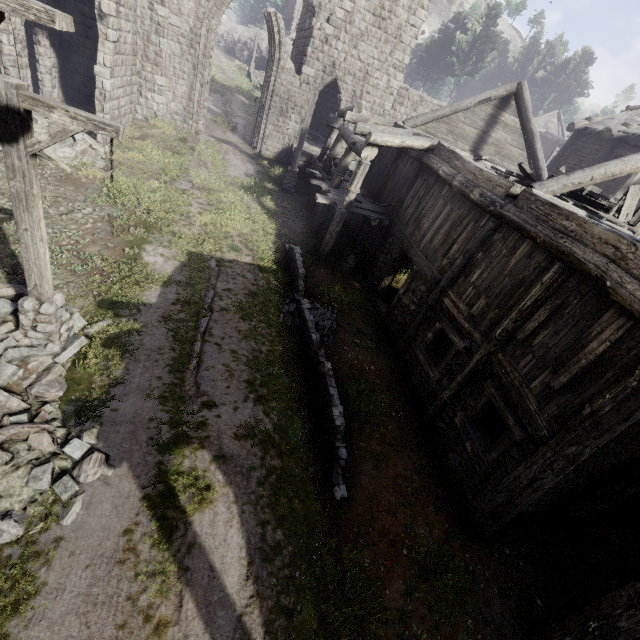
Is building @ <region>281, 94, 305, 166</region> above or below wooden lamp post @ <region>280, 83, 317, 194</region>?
above

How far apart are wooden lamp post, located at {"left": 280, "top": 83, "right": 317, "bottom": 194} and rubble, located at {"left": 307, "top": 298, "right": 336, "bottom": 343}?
8.7 meters

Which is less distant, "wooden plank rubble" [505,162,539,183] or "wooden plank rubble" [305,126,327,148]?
"wooden plank rubble" [505,162,539,183]

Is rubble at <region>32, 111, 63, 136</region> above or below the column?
below

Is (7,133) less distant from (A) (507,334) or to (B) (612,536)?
(A) (507,334)

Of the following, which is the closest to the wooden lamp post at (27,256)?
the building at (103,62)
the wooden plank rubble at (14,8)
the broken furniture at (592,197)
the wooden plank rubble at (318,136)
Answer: the wooden plank rubble at (14,8)

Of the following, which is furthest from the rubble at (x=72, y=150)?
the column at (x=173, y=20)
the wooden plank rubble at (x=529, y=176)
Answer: the wooden plank rubble at (x=529, y=176)

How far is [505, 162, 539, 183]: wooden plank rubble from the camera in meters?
9.9
